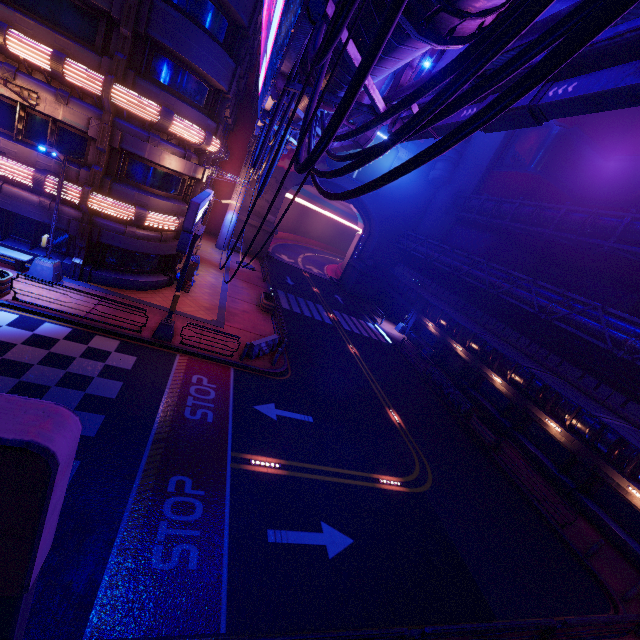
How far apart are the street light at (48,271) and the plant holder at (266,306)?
11.7m

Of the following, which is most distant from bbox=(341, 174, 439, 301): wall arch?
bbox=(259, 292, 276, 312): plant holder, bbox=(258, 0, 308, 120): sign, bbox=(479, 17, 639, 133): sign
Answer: bbox=(479, 17, 639, 133): sign

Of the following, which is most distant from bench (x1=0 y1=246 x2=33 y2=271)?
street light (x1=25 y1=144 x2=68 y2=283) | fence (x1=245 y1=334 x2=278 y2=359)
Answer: fence (x1=245 y1=334 x2=278 y2=359)

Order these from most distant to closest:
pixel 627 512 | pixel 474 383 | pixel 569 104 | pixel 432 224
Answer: pixel 432 224, pixel 474 383, pixel 627 512, pixel 569 104

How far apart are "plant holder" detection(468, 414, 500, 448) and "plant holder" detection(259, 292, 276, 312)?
15.9m

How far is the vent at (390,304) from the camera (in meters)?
39.34

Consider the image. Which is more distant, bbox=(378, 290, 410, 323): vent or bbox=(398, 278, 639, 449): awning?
bbox=(378, 290, 410, 323): vent

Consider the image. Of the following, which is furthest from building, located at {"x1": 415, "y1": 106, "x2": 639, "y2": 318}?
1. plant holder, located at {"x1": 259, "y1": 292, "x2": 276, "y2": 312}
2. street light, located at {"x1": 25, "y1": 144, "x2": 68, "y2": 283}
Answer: street light, located at {"x1": 25, "y1": 144, "x2": 68, "y2": 283}
